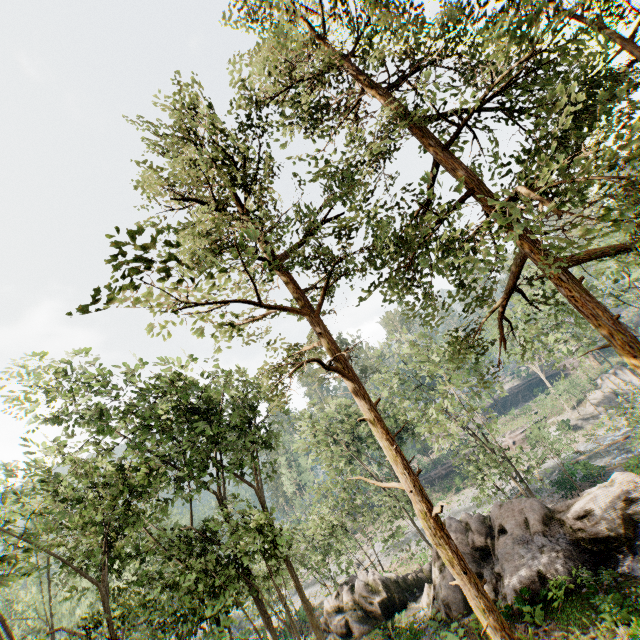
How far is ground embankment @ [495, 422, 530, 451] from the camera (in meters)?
48.91

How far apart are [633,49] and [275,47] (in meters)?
12.33

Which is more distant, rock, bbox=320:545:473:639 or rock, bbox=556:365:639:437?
rock, bbox=556:365:639:437

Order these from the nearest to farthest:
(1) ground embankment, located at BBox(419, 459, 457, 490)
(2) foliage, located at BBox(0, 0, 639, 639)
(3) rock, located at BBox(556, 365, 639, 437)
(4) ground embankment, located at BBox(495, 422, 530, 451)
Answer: (2) foliage, located at BBox(0, 0, 639, 639), (3) rock, located at BBox(556, 365, 639, 437), (4) ground embankment, located at BBox(495, 422, 530, 451), (1) ground embankment, located at BBox(419, 459, 457, 490)

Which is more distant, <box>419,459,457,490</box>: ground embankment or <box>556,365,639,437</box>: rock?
<box>419,459,457,490</box>: ground embankment

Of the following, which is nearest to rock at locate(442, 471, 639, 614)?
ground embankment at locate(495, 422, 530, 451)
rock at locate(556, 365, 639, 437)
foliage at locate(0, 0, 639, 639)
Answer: foliage at locate(0, 0, 639, 639)

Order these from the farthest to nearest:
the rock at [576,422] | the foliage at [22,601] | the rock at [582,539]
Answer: the rock at [576,422], the rock at [582,539], the foliage at [22,601]

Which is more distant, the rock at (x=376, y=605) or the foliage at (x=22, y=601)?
the rock at (x=376, y=605)
